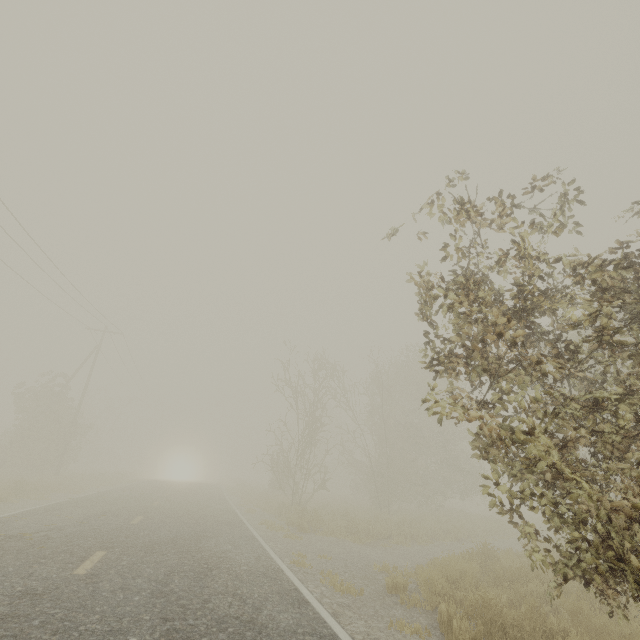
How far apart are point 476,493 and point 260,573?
28.0m

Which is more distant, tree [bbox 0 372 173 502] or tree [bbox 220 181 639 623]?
tree [bbox 0 372 173 502]

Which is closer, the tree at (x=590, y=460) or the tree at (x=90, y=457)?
the tree at (x=590, y=460)
